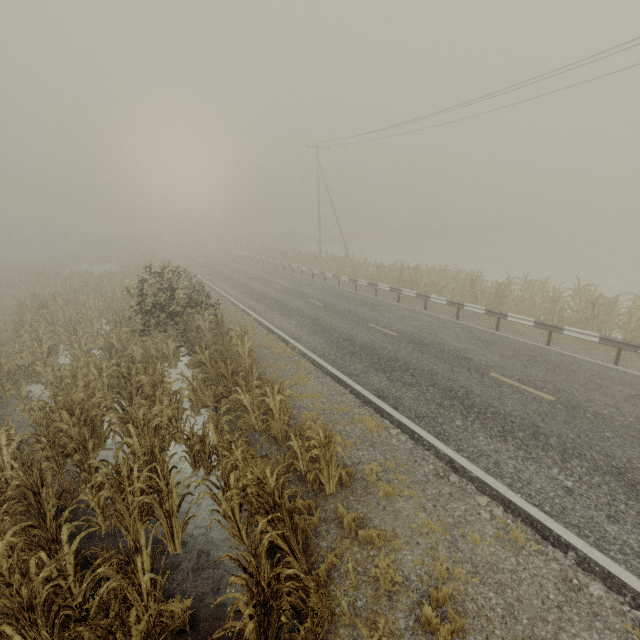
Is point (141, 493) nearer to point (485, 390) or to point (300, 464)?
point (300, 464)

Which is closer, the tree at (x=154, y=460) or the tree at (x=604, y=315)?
the tree at (x=154, y=460)

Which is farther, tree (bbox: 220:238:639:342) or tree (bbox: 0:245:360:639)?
tree (bbox: 220:238:639:342)
